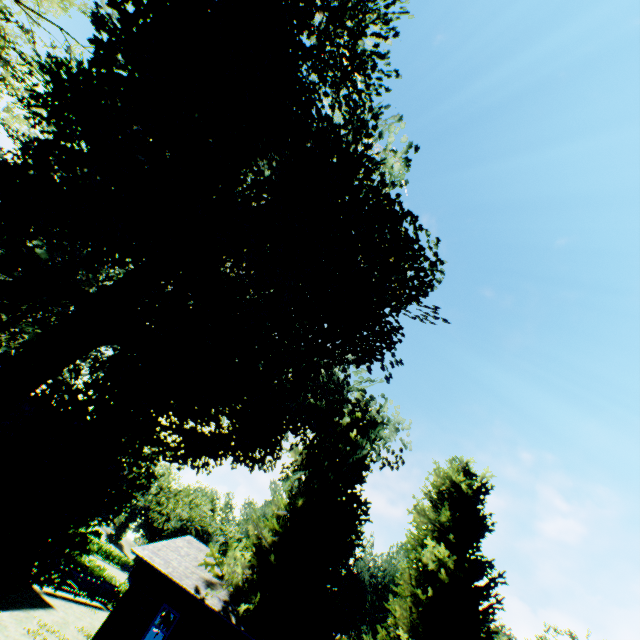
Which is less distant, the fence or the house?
the house

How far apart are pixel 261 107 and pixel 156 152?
5.0m

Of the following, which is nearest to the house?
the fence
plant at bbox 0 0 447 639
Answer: plant at bbox 0 0 447 639

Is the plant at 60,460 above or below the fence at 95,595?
above

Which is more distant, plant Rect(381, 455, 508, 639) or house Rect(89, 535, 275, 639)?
plant Rect(381, 455, 508, 639)

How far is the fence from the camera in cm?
2417

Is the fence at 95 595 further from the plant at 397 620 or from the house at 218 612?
the house at 218 612
